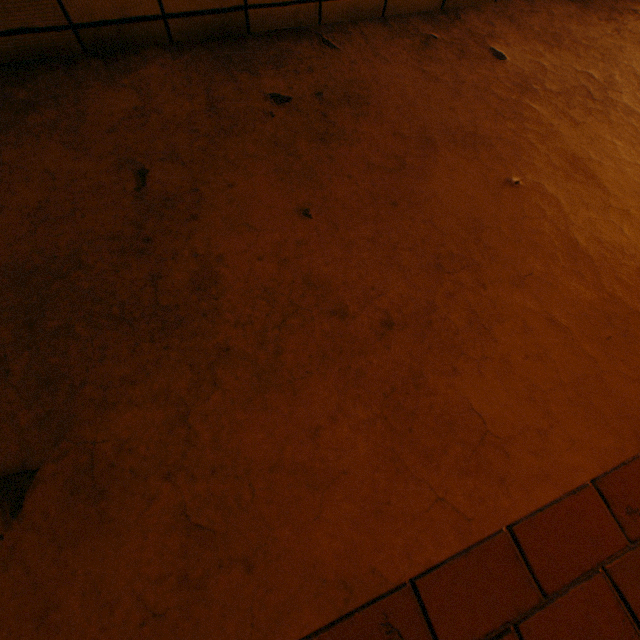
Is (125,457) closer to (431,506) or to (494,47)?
(431,506)
